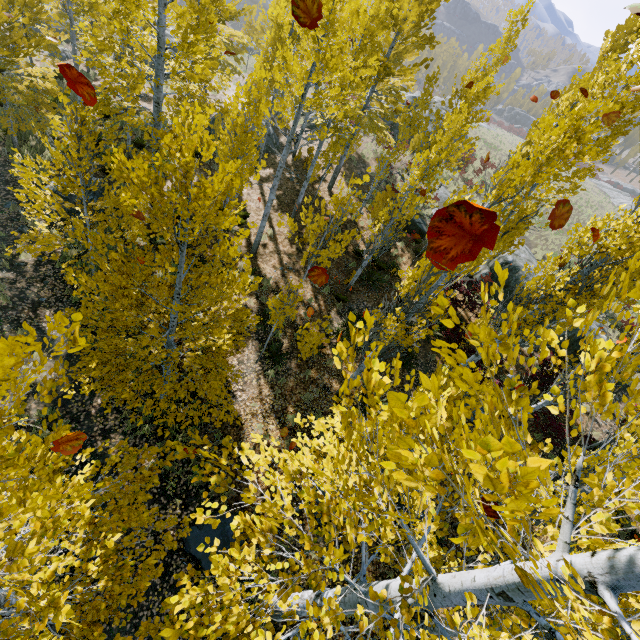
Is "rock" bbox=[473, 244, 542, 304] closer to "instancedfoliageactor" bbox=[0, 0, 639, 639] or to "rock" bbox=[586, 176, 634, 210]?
"instancedfoliageactor" bbox=[0, 0, 639, 639]

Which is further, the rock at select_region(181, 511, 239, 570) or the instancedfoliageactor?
the rock at select_region(181, 511, 239, 570)

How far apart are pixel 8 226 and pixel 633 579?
16.64m

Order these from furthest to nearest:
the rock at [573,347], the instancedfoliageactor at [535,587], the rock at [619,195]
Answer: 1. the rock at [619,195]
2. the rock at [573,347]
3. the instancedfoliageactor at [535,587]

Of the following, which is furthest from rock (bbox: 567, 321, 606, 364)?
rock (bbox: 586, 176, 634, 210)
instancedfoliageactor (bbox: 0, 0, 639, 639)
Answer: rock (bbox: 586, 176, 634, 210)

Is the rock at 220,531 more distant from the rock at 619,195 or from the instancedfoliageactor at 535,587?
the rock at 619,195
